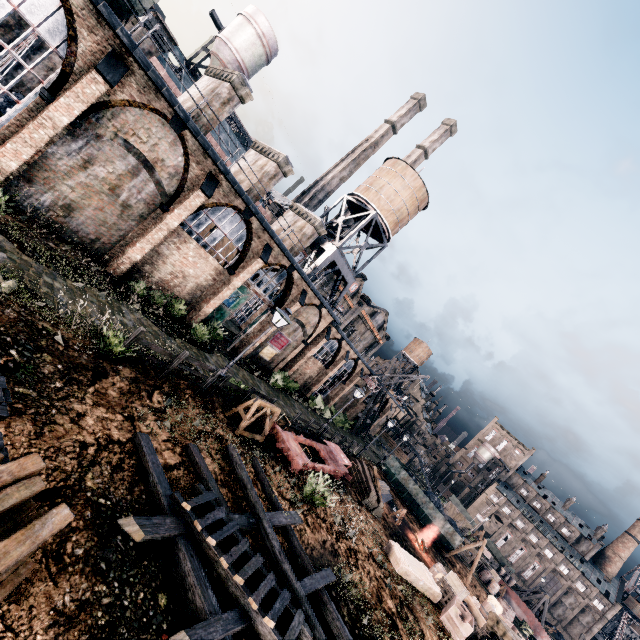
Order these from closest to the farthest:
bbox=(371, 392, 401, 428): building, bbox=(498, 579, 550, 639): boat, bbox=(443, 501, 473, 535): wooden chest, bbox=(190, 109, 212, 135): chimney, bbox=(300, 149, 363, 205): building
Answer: bbox=(190, 109, 212, 135): chimney, bbox=(498, 579, 550, 639): boat, bbox=(443, 501, 473, 535): wooden chest, bbox=(371, 392, 401, 428): building, bbox=(300, 149, 363, 205): building

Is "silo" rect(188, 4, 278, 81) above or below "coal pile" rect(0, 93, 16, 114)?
above

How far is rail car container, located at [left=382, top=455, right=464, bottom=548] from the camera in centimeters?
3391cm

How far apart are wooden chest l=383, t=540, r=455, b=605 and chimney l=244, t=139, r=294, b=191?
23.71m

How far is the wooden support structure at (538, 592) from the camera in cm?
4425

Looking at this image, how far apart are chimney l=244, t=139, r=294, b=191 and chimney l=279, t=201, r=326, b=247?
4.91m

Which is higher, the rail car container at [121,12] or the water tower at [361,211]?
the water tower at [361,211]

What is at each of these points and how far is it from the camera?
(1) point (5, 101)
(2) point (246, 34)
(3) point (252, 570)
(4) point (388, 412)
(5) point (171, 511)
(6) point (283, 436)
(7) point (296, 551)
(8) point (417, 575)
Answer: (1) coal pile, 21.56m
(2) silo, 34.34m
(3) ladder, 7.44m
(4) building, 57.34m
(5) wooden scaffolding, 7.54m
(6) rail car base, 17.41m
(7) wooden scaffolding, 10.56m
(8) wooden chest, 16.97m
